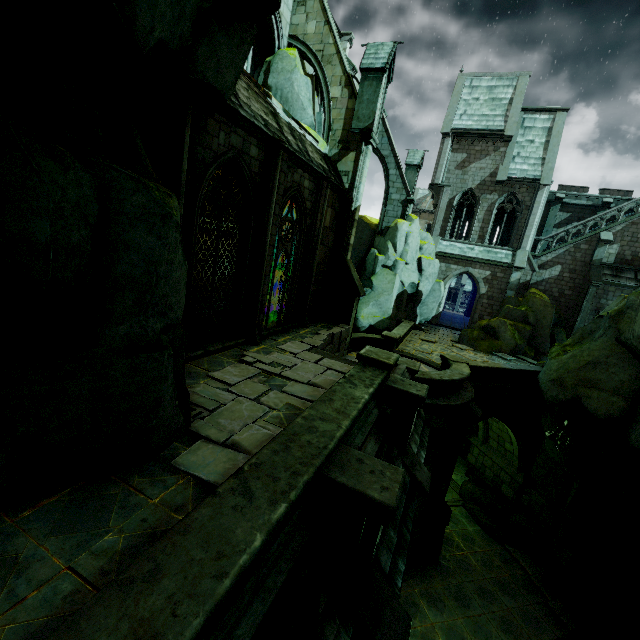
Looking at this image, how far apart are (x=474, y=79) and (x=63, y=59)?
34.1m

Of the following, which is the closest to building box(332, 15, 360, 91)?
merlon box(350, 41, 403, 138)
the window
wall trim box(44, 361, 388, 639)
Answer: the window

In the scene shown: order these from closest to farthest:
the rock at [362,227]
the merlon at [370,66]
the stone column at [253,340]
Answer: the stone column at [253,340], the merlon at [370,66], the rock at [362,227]

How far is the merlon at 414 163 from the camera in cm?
2359

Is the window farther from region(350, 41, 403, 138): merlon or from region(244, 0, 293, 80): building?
region(350, 41, 403, 138): merlon

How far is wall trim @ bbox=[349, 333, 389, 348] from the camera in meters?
16.3 m

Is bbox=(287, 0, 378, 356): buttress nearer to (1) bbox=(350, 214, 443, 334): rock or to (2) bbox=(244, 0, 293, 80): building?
(2) bbox=(244, 0, 293, 80): building

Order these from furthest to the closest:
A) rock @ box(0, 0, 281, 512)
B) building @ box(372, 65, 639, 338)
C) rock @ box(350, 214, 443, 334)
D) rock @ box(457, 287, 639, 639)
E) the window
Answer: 1. building @ box(372, 65, 639, 338)
2. rock @ box(350, 214, 443, 334)
3. rock @ box(457, 287, 639, 639)
4. the window
5. rock @ box(0, 0, 281, 512)
